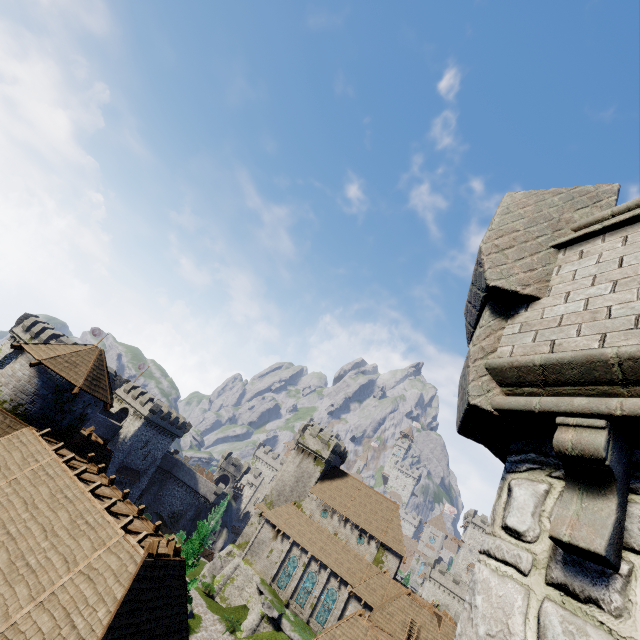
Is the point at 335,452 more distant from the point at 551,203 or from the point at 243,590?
the point at 551,203
